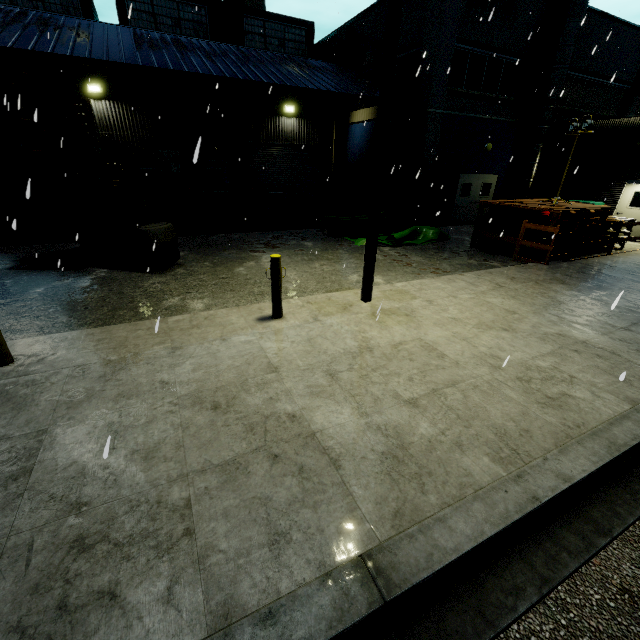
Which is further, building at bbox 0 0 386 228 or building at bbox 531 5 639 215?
building at bbox 531 5 639 215

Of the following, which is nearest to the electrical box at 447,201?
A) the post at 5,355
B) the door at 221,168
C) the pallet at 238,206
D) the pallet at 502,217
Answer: the pallet at 502,217

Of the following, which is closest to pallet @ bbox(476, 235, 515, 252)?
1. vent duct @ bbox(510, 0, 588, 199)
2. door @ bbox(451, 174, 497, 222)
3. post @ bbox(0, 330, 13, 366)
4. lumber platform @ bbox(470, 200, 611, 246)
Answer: lumber platform @ bbox(470, 200, 611, 246)

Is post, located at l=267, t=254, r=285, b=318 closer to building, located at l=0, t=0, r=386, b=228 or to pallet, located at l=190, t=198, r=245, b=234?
building, located at l=0, t=0, r=386, b=228

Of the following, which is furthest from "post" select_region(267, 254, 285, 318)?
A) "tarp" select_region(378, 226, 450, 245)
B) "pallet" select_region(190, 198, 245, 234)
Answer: "pallet" select_region(190, 198, 245, 234)

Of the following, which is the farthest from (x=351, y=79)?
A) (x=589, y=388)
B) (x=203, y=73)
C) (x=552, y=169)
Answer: (x=589, y=388)

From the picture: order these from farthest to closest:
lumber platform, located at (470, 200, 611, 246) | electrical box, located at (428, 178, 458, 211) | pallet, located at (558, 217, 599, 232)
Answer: electrical box, located at (428, 178, 458, 211), pallet, located at (558, 217, 599, 232), lumber platform, located at (470, 200, 611, 246)

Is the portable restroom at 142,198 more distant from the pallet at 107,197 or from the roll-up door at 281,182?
the roll-up door at 281,182
